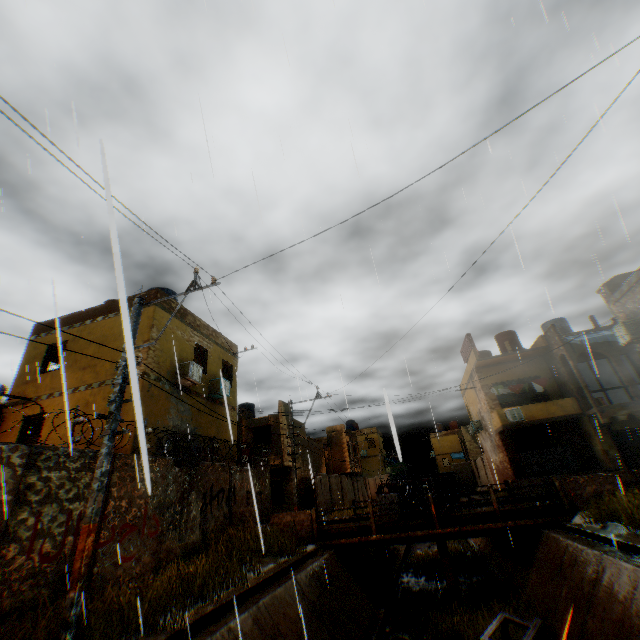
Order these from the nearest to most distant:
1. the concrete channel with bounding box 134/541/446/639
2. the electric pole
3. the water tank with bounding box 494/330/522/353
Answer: the electric pole → the concrete channel with bounding box 134/541/446/639 → the water tank with bounding box 494/330/522/353

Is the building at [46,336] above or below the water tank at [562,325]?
below

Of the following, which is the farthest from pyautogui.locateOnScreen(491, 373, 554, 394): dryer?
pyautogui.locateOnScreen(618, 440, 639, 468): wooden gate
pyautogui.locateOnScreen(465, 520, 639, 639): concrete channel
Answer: pyautogui.locateOnScreen(465, 520, 639, 639): concrete channel

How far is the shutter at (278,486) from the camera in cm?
2445

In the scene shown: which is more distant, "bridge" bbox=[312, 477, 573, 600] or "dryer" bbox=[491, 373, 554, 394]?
"dryer" bbox=[491, 373, 554, 394]

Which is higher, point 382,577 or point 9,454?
point 9,454

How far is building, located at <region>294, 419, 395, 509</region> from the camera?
26.3 meters

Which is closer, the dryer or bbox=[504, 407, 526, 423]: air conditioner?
bbox=[504, 407, 526, 423]: air conditioner
